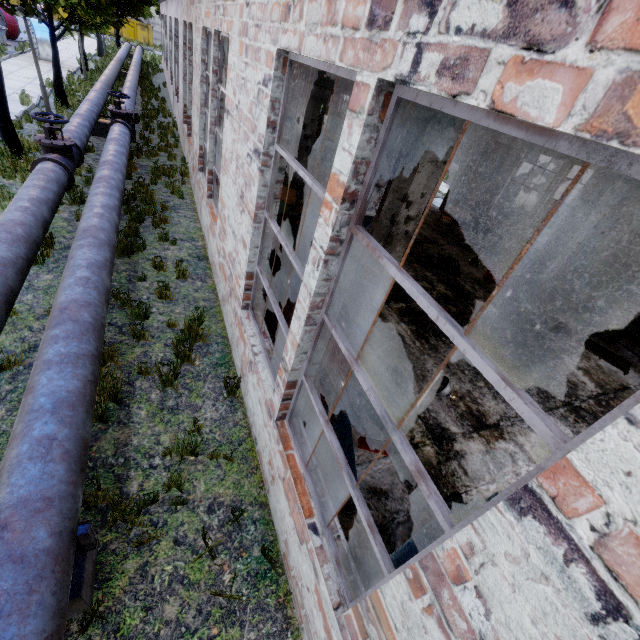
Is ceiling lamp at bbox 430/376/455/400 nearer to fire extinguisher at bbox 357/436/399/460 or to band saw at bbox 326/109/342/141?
fire extinguisher at bbox 357/436/399/460

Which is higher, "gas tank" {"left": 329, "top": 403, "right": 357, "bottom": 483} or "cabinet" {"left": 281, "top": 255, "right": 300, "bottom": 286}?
"cabinet" {"left": 281, "top": 255, "right": 300, "bottom": 286}

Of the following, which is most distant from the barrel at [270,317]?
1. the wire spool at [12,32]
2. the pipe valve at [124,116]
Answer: the wire spool at [12,32]

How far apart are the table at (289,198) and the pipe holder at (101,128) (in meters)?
6.81

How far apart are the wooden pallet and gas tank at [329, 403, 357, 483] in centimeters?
784cm

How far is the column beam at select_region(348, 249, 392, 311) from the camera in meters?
6.9 m

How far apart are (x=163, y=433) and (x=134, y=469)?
0.5 meters

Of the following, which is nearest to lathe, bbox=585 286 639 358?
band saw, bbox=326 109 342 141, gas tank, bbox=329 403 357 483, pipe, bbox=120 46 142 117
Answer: gas tank, bbox=329 403 357 483
